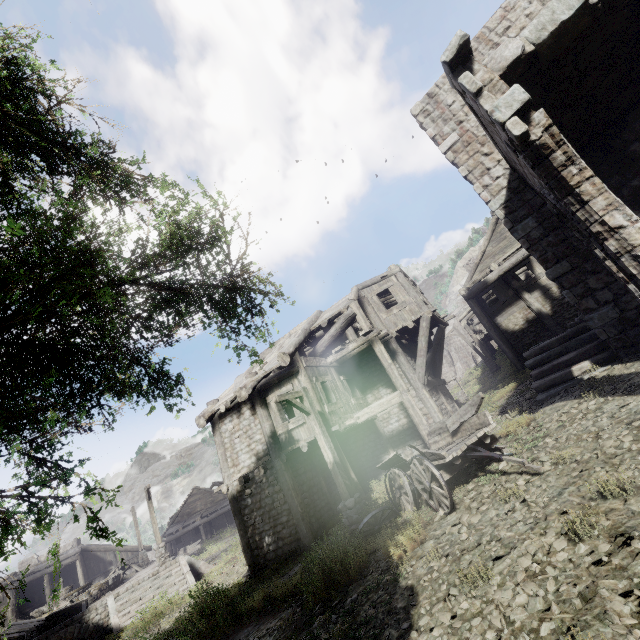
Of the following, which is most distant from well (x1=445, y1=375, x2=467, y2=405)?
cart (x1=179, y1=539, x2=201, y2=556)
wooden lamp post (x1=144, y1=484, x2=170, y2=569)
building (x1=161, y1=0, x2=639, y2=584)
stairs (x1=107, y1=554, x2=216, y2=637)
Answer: cart (x1=179, y1=539, x2=201, y2=556)

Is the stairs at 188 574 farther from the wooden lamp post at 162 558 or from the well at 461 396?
the well at 461 396

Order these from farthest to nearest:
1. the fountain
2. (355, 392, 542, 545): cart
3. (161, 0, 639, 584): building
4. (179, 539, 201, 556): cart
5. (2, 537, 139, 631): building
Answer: (179, 539, 201, 556): cart < (2, 537, 139, 631): building < the fountain < (355, 392, 542, 545): cart < (161, 0, 639, 584): building

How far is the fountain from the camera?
18.7m

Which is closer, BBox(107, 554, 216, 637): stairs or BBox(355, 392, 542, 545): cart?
BBox(355, 392, 542, 545): cart

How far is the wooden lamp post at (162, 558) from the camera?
19.55m

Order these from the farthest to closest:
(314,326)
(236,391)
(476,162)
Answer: (314,326) < (236,391) < (476,162)

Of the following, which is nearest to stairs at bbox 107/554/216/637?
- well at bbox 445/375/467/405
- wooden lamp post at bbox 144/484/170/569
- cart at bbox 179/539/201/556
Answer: wooden lamp post at bbox 144/484/170/569
